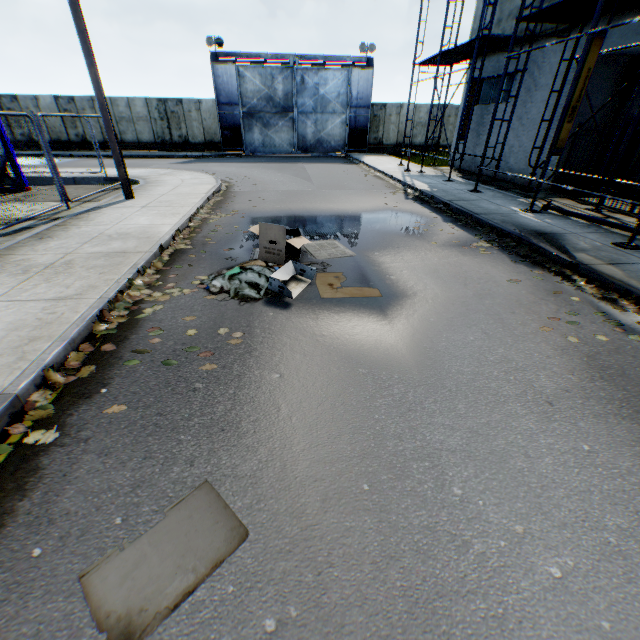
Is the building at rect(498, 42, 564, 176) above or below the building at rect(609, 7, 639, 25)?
below

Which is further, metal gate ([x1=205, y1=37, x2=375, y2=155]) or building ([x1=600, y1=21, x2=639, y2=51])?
metal gate ([x1=205, y1=37, x2=375, y2=155])

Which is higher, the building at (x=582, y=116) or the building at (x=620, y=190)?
the building at (x=582, y=116)

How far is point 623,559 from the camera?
2.0 meters

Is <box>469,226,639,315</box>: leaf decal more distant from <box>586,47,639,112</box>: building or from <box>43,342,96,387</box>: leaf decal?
<box>43,342,96,387</box>: leaf decal

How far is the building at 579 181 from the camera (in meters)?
10.61

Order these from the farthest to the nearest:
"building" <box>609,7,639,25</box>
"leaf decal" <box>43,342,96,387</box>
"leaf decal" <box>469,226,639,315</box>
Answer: "building" <box>609,7,639,25</box>
"leaf decal" <box>469,226,639,315</box>
"leaf decal" <box>43,342,96,387</box>

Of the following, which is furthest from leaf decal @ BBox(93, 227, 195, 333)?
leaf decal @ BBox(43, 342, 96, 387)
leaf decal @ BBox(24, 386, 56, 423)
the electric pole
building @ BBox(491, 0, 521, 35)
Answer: building @ BBox(491, 0, 521, 35)
